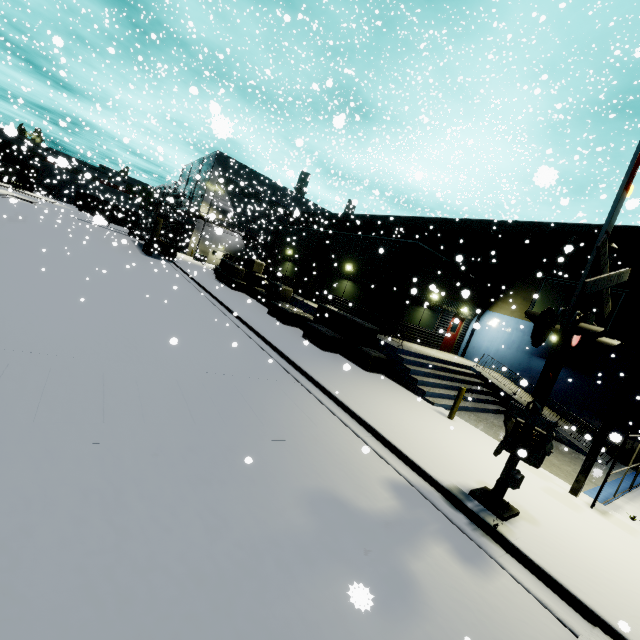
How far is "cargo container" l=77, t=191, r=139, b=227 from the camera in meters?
42.4

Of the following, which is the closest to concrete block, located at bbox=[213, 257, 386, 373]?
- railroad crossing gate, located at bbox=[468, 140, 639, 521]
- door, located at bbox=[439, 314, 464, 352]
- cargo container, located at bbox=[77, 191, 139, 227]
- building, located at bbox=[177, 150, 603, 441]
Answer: building, located at bbox=[177, 150, 603, 441]

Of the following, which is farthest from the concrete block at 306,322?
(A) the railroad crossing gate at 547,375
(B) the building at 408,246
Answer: (A) the railroad crossing gate at 547,375

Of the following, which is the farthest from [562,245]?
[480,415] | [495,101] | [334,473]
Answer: [495,101]

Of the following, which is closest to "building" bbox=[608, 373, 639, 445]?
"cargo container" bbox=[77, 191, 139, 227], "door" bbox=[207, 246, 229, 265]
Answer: "door" bbox=[207, 246, 229, 265]

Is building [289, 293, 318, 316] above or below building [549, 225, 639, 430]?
below

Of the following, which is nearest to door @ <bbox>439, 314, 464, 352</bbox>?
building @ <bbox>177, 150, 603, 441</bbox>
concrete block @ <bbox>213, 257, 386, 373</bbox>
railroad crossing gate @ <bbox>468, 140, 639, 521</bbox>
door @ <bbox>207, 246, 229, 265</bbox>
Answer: building @ <bbox>177, 150, 603, 441</bbox>

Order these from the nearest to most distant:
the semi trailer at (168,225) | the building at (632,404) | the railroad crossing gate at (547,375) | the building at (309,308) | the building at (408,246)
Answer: the railroad crossing gate at (547,375)
the building at (632,404)
the building at (408,246)
the building at (309,308)
the semi trailer at (168,225)
